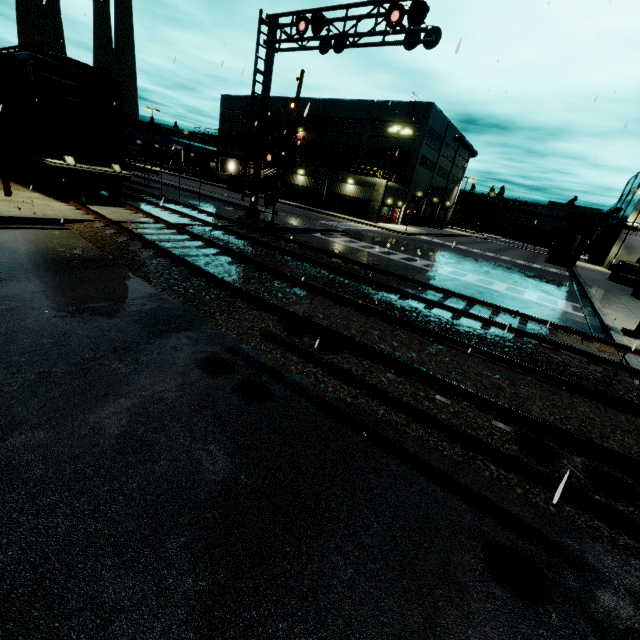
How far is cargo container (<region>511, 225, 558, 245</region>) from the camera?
52.4m

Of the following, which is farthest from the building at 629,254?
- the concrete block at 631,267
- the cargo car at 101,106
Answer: the cargo car at 101,106

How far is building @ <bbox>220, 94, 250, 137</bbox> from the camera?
56.90m

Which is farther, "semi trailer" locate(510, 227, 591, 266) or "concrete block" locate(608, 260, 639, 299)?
"semi trailer" locate(510, 227, 591, 266)

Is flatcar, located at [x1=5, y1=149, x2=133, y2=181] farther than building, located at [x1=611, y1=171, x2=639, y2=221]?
No

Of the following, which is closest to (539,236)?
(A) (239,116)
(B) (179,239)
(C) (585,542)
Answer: (A) (239,116)

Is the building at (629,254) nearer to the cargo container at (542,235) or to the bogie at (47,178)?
the cargo container at (542,235)

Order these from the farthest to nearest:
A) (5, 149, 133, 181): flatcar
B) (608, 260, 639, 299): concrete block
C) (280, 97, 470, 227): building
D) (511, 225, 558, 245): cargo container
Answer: (511, 225, 558, 245): cargo container < (280, 97, 470, 227): building < (608, 260, 639, 299): concrete block < (5, 149, 133, 181): flatcar
